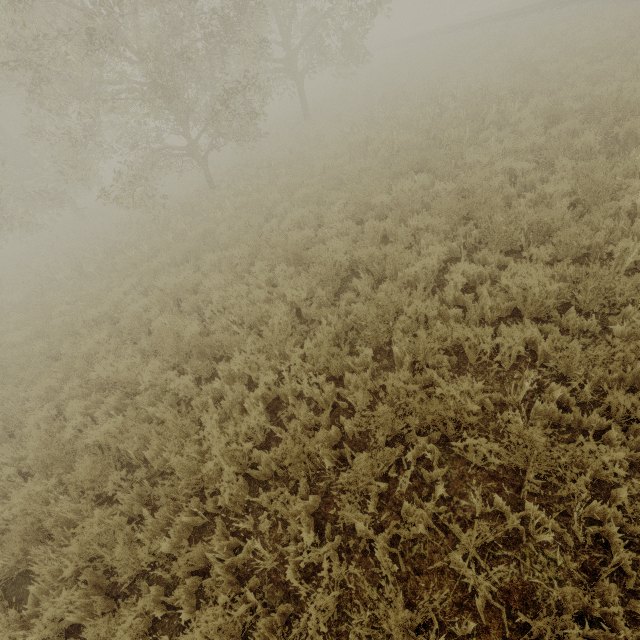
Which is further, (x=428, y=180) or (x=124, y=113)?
(x=124, y=113)
